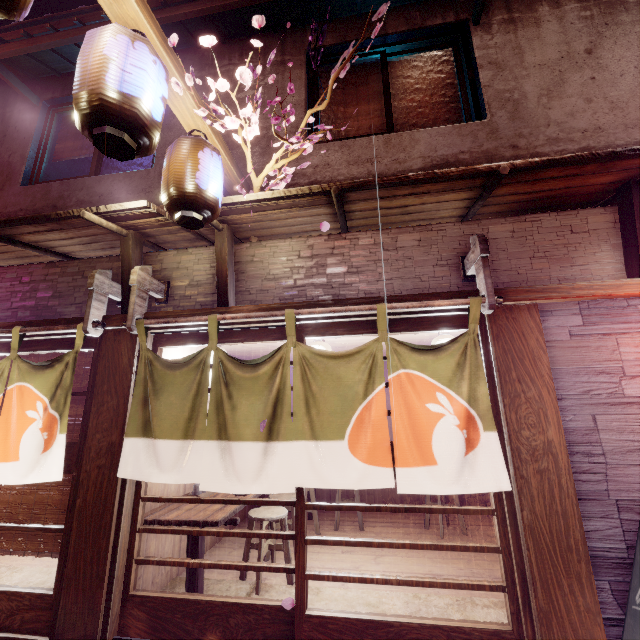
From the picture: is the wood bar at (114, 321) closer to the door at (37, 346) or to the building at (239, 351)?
the door at (37, 346)

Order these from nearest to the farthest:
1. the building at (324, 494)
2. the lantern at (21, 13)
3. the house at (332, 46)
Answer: the lantern at (21, 13)
the house at (332, 46)
the building at (324, 494)

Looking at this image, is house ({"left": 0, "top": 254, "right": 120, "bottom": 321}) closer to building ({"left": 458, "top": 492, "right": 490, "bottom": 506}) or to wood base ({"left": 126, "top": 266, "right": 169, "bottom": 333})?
wood base ({"left": 126, "top": 266, "right": 169, "bottom": 333})

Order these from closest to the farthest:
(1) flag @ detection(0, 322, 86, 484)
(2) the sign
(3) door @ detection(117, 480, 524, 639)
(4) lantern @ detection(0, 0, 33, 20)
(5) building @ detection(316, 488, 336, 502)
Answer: (4) lantern @ detection(0, 0, 33, 20) < (2) the sign < (3) door @ detection(117, 480, 524, 639) < (1) flag @ detection(0, 322, 86, 484) < (5) building @ detection(316, 488, 336, 502)

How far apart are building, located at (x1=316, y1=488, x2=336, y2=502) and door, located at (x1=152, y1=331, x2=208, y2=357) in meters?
7.1 m

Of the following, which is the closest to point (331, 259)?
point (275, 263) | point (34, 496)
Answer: point (275, 263)

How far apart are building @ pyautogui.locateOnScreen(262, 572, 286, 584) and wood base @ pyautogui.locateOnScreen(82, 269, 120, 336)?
6.2 meters

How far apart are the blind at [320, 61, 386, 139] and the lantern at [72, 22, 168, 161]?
4.5 meters
